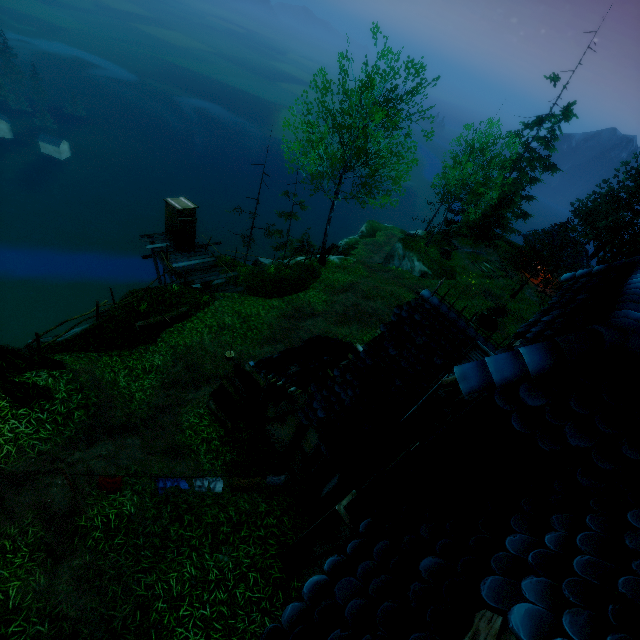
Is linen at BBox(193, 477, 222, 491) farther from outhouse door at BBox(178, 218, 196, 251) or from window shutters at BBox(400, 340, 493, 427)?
outhouse door at BBox(178, 218, 196, 251)

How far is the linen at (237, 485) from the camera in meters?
7.5 m

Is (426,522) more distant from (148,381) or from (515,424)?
(148,381)

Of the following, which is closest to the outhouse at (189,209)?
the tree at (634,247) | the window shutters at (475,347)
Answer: the tree at (634,247)

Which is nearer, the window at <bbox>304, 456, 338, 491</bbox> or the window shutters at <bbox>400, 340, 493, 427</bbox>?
the window shutters at <bbox>400, 340, 493, 427</bbox>

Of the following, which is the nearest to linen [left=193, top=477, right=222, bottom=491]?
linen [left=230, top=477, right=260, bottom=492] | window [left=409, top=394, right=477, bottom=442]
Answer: linen [left=230, top=477, right=260, bottom=492]

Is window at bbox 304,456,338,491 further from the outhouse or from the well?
the well

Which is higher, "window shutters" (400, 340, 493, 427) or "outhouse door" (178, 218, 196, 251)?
"window shutters" (400, 340, 493, 427)
